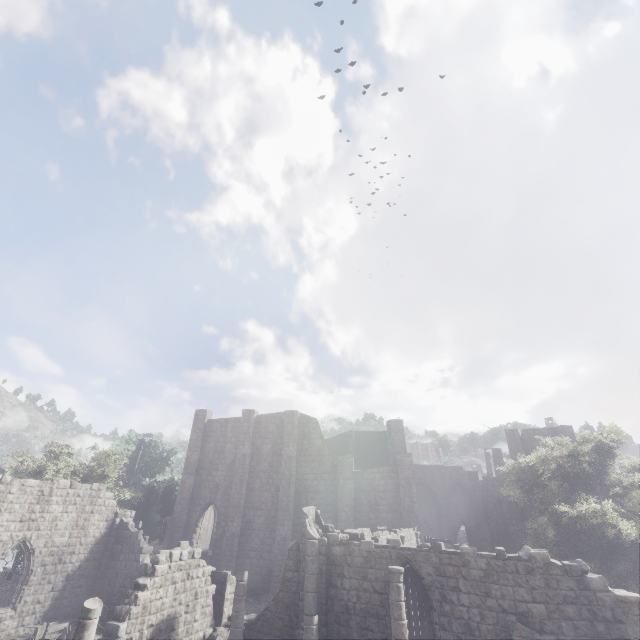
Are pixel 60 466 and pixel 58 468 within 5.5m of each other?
yes

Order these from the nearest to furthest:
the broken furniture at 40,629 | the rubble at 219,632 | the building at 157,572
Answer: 1. the building at 157,572
2. the rubble at 219,632
3. the broken furniture at 40,629

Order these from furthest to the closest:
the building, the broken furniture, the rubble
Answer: the broken furniture → the rubble → the building

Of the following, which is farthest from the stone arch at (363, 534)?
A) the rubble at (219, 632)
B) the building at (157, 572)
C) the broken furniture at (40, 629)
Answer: the broken furniture at (40, 629)

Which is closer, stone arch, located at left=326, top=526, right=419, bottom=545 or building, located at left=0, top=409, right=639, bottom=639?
building, located at left=0, top=409, right=639, bottom=639

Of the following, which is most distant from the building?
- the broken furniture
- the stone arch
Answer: the broken furniture

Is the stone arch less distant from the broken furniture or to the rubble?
the rubble

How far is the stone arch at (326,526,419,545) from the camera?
15.77m
